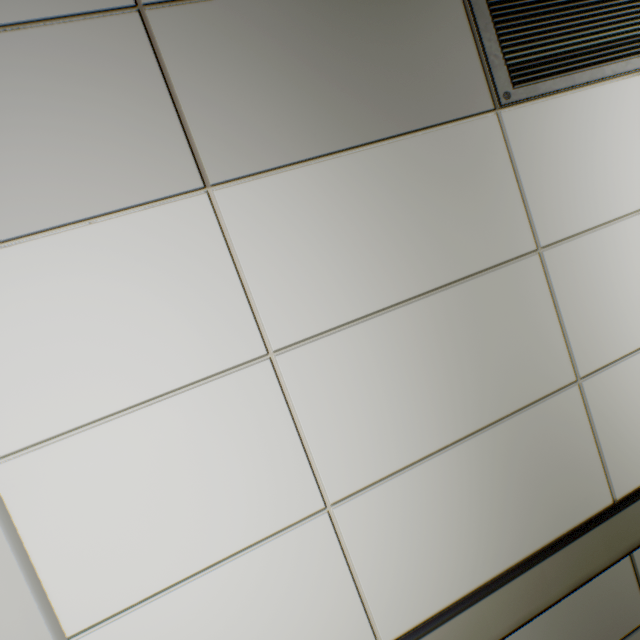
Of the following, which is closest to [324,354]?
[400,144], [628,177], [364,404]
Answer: A: [364,404]
